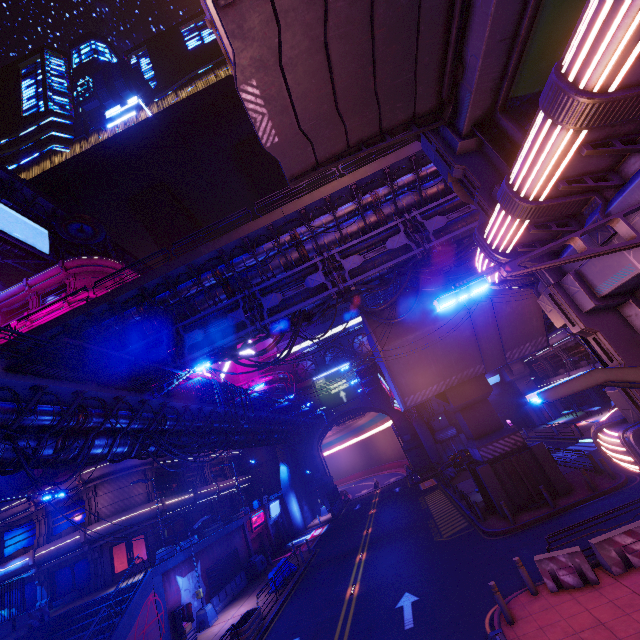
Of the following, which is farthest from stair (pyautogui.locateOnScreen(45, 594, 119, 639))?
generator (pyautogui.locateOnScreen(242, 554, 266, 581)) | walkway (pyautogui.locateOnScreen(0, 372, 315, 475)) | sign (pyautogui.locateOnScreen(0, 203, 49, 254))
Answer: sign (pyautogui.locateOnScreen(0, 203, 49, 254))

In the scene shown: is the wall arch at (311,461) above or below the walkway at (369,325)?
below

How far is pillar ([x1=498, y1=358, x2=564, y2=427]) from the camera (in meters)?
41.53

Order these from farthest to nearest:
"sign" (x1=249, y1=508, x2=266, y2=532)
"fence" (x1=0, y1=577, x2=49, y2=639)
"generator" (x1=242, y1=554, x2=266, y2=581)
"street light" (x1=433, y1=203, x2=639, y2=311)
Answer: "sign" (x1=249, y1=508, x2=266, y2=532) < "generator" (x1=242, y1=554, x2=266, y2=581) < "fence" (x1=0, y1=577, x2=49, y2=639) < "street light" (x1=433, y1=203, x2=639, y2=311)

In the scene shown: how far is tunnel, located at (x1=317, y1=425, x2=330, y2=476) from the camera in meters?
50.4

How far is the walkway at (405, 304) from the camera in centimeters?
1977cm

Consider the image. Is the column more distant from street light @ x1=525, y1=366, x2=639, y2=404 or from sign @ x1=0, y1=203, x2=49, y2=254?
sign @ x1=0, y1=203, x2=49, y2=254

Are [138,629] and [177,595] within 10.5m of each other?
yes
